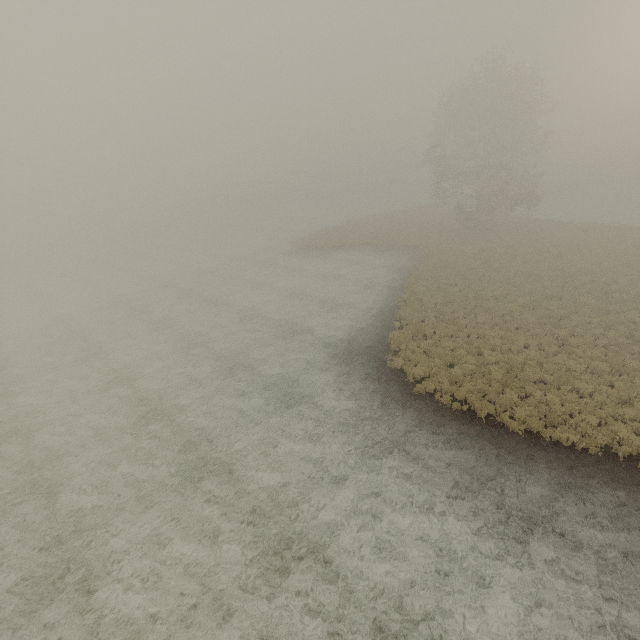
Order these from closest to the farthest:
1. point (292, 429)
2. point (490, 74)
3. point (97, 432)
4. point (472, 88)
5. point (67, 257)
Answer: point (292, 429)
point (97, 432)
point (490, 74)
point (472, 88)
point (67, 257)
